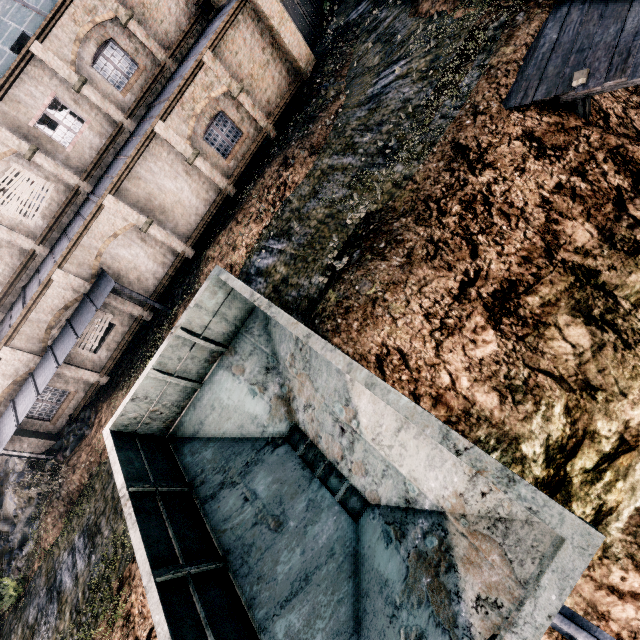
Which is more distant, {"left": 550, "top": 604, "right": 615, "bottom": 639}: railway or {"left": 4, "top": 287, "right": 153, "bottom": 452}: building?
{"left": 4, "top": 287, "right": 153, "bottom": 452}: building

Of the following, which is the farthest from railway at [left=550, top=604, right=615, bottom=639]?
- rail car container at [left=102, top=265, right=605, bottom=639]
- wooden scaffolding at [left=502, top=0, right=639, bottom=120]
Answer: wooden scaffolding at [left=502, top=0, right=639, bottom=120]

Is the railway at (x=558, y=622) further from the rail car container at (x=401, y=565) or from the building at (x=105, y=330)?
the building at (x=105, y=330)

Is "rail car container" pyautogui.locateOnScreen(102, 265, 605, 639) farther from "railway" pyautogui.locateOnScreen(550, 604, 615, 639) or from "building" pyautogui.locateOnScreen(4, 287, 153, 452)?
"building" pyautogui.locateOnScreen(4, 287, 153, 452)

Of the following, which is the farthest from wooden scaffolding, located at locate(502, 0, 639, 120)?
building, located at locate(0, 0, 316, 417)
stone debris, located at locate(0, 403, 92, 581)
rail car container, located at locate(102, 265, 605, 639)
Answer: stone debris, located at locate(0, 403, 92, 581)

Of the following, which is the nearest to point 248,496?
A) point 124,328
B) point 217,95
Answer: point 124,328

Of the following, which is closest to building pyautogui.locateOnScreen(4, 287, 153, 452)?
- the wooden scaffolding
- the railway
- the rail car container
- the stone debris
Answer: the stone debris

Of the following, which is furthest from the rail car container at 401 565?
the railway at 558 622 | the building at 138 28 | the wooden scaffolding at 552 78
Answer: the building at 138 28
